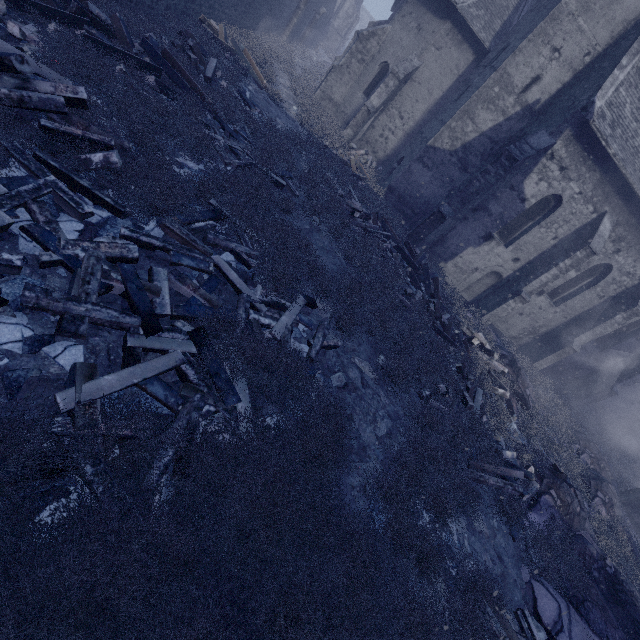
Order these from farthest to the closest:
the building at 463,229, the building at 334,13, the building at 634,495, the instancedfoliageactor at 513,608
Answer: the building at 634,495, the building at 463,229, the building at 334,13, the instancedfoliageactor at 513,608

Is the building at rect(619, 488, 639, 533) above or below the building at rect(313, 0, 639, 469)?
below

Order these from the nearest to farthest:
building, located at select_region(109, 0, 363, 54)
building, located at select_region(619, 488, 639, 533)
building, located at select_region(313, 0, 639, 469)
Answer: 1. building, located at select_region(109, 0, 363, 54)
2. building, located at select_region(313, 0, 639, 469)
3. building, located at select_region(619, 488, 639, 533)

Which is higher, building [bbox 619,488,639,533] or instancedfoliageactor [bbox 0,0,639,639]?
building [bbox 619,488,639,533]

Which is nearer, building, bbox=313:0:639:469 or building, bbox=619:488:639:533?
building, bbox=313:0:639:469

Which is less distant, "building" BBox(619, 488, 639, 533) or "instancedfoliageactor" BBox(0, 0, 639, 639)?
"instancedfoliageactor" BBox(0, 0, 639, 639)

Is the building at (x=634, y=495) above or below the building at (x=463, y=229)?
below

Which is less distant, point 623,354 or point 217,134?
point 217,134
